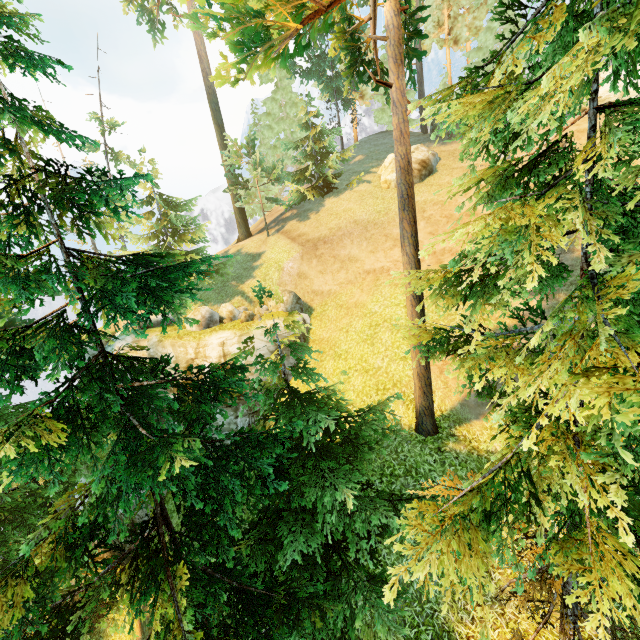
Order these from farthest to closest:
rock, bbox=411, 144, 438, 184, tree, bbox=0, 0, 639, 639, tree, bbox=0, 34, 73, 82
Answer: rock, bbox=411, 144, 438, 184, tree, bbox=0, 34, 73, 82, tree, bbox=0, 0, 639, 639

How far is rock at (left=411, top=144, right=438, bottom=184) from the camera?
22.50m

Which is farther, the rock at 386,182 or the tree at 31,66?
the rock at 386,182

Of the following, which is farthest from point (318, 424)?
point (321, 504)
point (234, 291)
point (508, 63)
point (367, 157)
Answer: point (508, 63)

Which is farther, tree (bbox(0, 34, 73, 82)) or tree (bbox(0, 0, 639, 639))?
tree (bbox(0, 34, 73, 82))

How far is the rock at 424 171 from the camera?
22.50m

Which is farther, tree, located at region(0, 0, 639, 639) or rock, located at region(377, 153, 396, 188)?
rock, located at region(377, 153, 396, 188)
